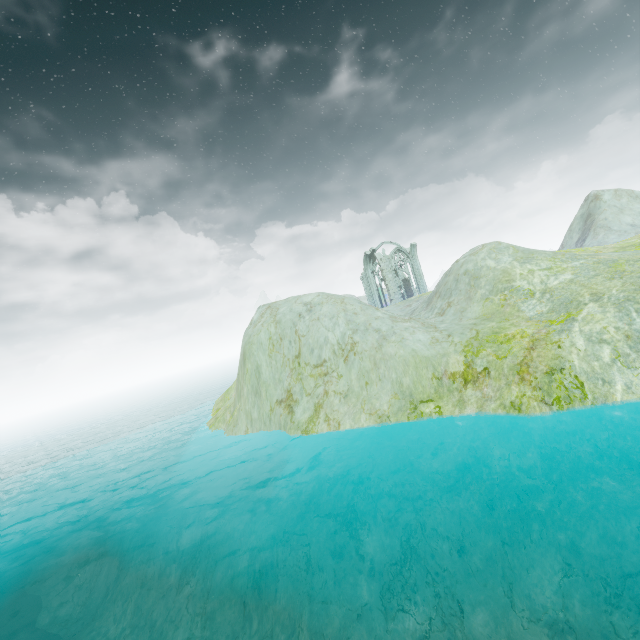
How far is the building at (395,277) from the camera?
47.2 meters

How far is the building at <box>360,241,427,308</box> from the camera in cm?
4725

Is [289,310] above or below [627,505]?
above
